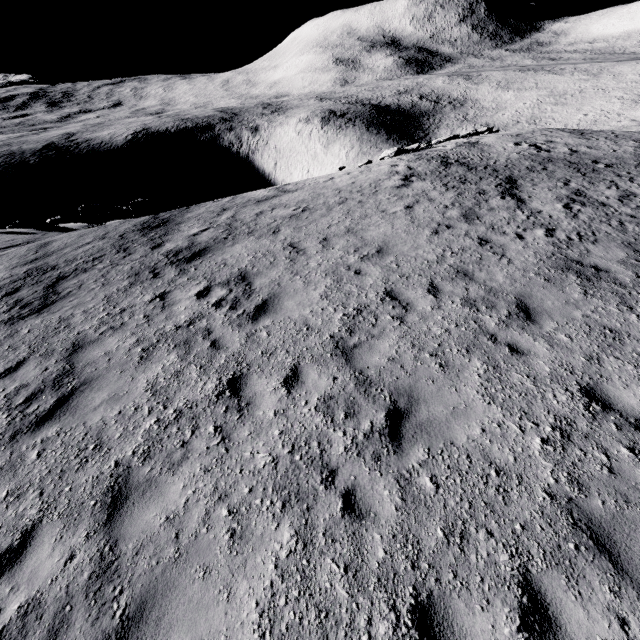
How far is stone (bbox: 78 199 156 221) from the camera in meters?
16.2 m

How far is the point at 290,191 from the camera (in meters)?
15.82

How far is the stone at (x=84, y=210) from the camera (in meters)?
16.20
